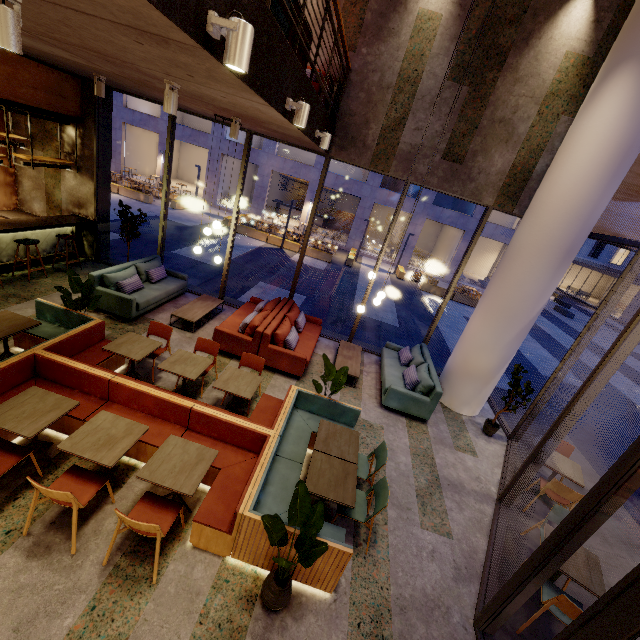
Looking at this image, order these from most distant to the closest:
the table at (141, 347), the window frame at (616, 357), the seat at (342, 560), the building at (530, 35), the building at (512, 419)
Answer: the building at (512, 419) → the building at (530, 35) → the table at (141, 347) → the seat at (342, 560) → the window frame at (616, 357)

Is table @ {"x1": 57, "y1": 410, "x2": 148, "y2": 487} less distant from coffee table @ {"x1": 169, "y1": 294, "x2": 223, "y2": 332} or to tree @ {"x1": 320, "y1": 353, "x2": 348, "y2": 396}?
tree @ {"x1": 320, "y1": 353, "x2": 348, "y2": 396}

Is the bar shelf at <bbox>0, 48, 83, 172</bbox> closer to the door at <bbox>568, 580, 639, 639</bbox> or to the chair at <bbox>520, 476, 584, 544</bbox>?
the door at <bbox>568, 580, 639, 639</bbox>

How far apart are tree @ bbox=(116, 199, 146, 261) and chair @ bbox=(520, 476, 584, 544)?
10.6m

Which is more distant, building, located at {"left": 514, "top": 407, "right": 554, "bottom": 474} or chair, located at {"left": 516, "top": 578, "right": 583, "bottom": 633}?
building, located at {"left": 514, "top": 407, "right": 554, "bottom": 474}

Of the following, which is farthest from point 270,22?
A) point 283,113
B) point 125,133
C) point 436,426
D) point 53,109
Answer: point 125,133

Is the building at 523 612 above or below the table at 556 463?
below

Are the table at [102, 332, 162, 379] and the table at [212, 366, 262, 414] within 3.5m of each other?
yes
